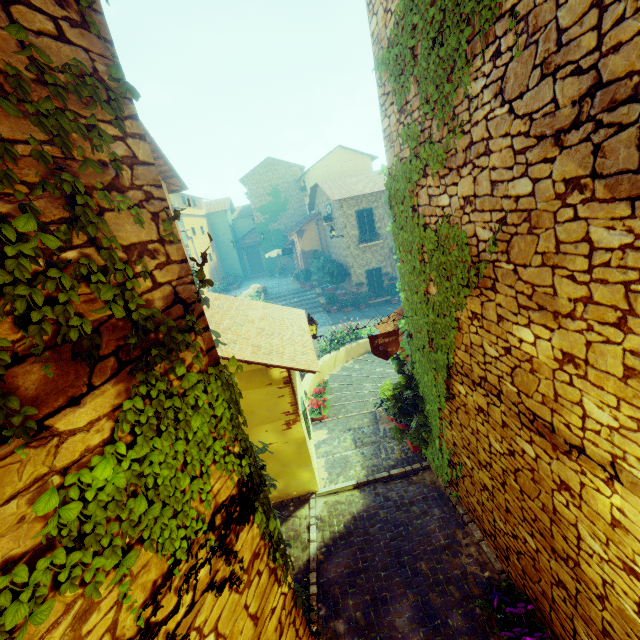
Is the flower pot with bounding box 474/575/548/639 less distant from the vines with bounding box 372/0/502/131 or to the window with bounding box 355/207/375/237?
the vines with bounding box 372/0/502/131

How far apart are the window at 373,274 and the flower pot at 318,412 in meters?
12.7

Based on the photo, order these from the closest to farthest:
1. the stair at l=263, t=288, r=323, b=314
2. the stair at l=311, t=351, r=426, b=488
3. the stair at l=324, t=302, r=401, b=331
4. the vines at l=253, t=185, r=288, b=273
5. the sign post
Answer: the sign post, the stair at l=311, t=351, r=426, b=488, the stair at l=324, t=302, r=401, b=331, the stair at l=263, t=288, r=323, b=314, the vines at l=253, t=185, r=288, b=273

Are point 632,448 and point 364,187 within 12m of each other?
no

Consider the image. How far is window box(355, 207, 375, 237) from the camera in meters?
19.8 m

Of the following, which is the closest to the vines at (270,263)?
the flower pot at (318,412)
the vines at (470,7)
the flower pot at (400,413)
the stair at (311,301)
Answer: the stair at (311,301)

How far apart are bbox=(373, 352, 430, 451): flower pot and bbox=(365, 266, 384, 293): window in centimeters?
1423cm

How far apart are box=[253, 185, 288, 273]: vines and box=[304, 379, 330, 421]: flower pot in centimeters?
2509cm
